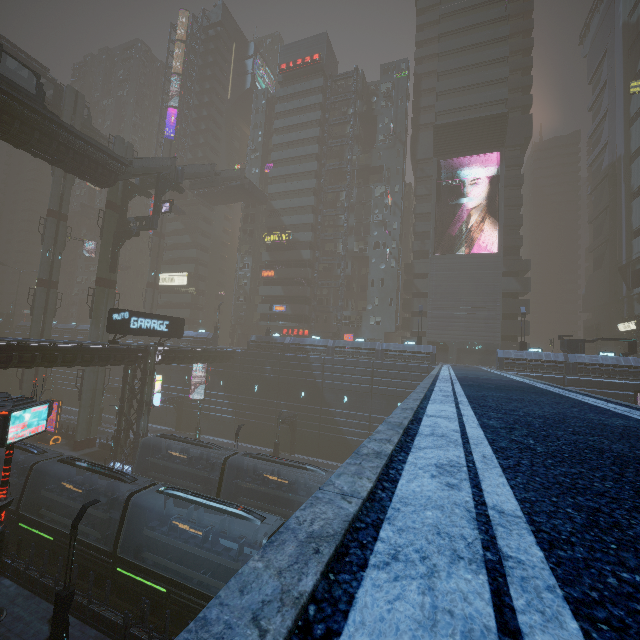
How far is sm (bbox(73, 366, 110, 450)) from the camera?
34.8 meters

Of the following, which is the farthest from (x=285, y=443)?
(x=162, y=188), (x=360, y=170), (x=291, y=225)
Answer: (x=360, y=170)

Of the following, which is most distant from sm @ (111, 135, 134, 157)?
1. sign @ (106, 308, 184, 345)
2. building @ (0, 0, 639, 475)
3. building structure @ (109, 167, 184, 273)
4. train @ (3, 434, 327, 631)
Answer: sign @ (106, 308, 184, 345)

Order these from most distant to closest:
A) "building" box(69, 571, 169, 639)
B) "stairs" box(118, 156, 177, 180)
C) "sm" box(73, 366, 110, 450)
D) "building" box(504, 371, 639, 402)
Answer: "sm" box(73, 366, 110, 450) → "stairs" box(118, 156, 177, 180) → "building" box(504, 371, 639, 402) → "building" box(69, 571, 169, 639)

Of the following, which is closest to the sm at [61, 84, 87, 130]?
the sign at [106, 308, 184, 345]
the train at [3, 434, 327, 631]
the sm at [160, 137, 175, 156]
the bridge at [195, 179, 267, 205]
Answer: the train at [3, 434, 327, 631]

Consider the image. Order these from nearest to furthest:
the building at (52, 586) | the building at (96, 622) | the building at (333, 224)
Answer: the building at (96, 622)
the building at (52, 586)
the building at (333, 224)

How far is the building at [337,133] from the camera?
55.0m

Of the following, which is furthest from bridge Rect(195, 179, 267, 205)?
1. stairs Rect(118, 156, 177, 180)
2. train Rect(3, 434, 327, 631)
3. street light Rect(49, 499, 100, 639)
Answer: street light Rect(49, 499, 100, 639)
